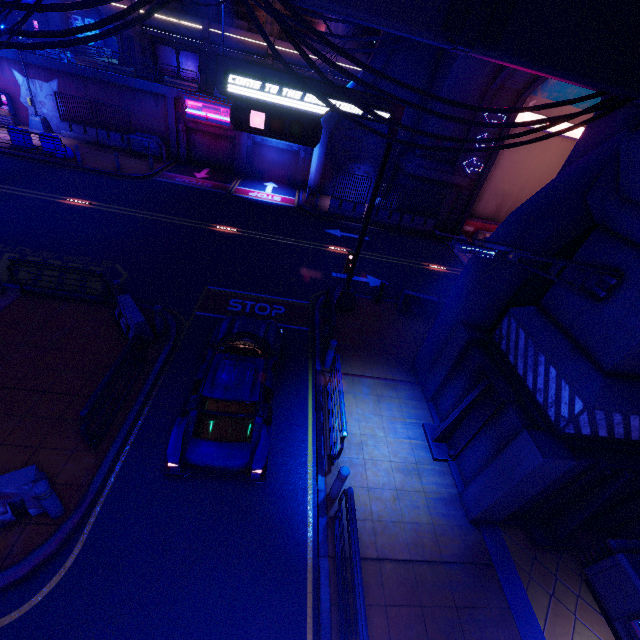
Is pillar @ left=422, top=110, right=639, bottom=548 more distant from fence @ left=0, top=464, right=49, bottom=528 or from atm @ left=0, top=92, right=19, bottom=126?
atm @ left=0, top=92, right=19, bottom=126

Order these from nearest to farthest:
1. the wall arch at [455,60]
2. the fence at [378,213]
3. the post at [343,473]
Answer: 1. the post at [343,473]
2. the wall arch at [455,60]
3. the fence at [378,213]

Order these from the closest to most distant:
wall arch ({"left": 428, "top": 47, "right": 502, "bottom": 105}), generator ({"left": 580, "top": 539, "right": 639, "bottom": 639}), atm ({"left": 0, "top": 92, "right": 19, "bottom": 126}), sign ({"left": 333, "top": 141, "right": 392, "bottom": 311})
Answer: generator ({"left": 580, "top": 539, "right": 639, "bottom": 639}), sign ({"left": 333, "top": 141, "right": 392, "bottom": 311}), wall arch ({"left": 428, "top": 47, "right": 502, "bottom": 105}), atm ({"left": 0, "top": 92, "right": 19, "bottom": 126})

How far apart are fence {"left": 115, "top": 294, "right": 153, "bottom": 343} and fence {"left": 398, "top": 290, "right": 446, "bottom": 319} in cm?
951

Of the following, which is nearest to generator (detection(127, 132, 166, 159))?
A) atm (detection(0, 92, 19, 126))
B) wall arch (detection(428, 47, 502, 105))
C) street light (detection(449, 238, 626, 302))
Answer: atm (detection(0, 92, 19, 126))

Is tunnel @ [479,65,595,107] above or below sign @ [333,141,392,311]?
above

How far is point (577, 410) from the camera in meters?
5.9 m

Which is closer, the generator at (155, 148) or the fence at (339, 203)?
the fence at (339, 203)
